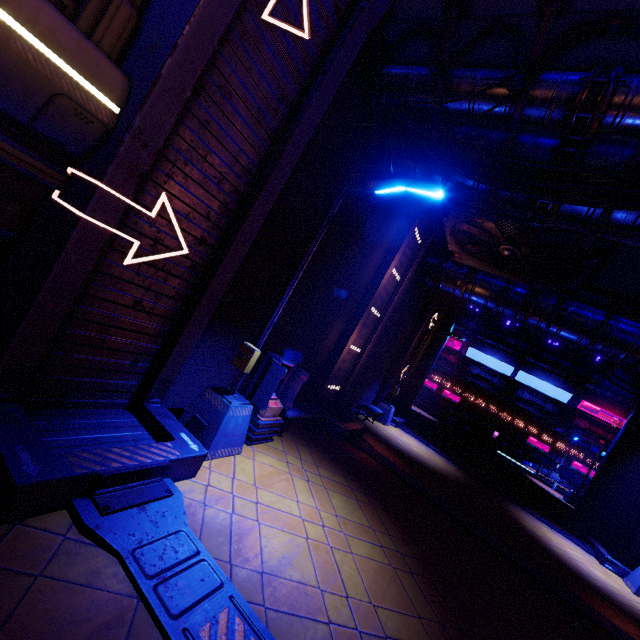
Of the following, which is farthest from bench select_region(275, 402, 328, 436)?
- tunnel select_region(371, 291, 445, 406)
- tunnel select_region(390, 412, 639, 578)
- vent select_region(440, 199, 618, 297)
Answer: tunnel select_region(371, 291, 445, 406)

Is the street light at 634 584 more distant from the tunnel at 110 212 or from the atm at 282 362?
the atm at 282 362

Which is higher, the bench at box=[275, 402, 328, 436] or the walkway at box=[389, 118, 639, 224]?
the walkway at box=[389, 118, 639, 224]

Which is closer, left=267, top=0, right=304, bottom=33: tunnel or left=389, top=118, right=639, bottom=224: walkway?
left=267, top=0, right=304, bottom=33: tunnel

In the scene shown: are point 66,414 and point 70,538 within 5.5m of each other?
yes

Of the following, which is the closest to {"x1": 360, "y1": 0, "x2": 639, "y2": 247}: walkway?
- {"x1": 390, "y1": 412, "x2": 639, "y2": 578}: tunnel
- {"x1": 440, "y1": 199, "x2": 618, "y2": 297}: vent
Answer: {"x1": 440, "y1": 199, "x2": 618, "y2": 297}: vent

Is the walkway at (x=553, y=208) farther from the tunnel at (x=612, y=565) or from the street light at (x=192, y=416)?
the tunnel at (x=612, y=565)

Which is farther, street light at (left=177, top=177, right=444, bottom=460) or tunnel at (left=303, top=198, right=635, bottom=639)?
tunnel at (left=303, top=198, right=635, bottom=639)
